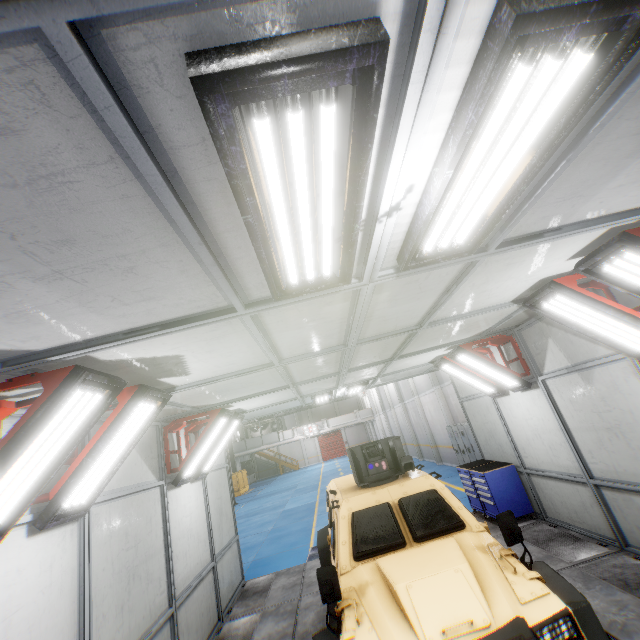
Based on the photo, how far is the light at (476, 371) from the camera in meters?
6.6 m

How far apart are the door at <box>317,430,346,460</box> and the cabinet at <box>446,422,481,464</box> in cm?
3640

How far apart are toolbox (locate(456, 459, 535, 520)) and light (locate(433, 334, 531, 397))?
2.2 meters

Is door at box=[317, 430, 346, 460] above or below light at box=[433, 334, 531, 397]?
below

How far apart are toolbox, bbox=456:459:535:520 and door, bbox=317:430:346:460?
42.3m

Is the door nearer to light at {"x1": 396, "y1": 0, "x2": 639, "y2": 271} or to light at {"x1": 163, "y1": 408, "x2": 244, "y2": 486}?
light at {"x1": 163, "y1": 408, "x2": 244, "y2": 486}

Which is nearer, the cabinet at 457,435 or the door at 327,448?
the cabinet at 457,435

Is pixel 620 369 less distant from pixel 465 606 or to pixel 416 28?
pixel 465 606
